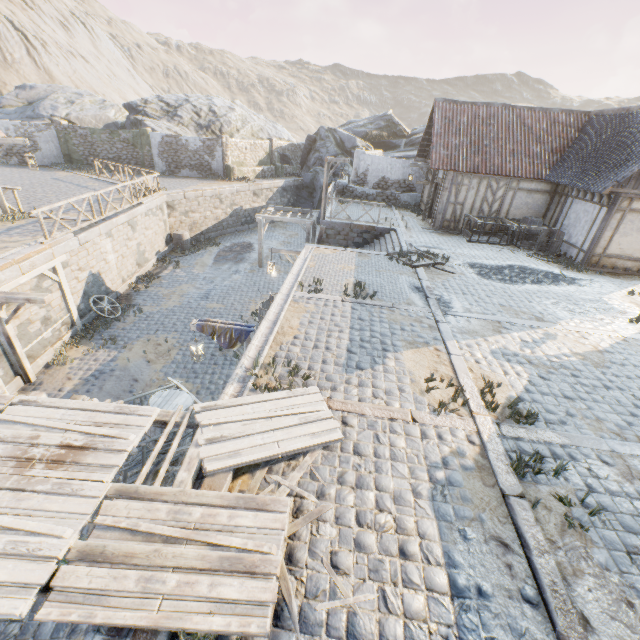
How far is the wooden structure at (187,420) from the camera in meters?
3.9 m

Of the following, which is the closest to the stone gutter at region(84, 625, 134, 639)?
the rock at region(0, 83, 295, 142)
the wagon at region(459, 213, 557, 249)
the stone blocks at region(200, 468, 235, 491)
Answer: the stone blocks at region(200, 468, 235, 491)

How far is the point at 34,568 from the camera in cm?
298

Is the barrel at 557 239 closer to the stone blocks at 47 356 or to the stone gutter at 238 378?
the stone blocks at 47 356

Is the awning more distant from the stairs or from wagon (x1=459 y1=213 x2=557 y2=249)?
wagon (x1=459 y1=213 x2=557 y2=249)

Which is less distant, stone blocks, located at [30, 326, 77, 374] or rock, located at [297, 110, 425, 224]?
stone blocks, located at [30, 326, 77, 374]

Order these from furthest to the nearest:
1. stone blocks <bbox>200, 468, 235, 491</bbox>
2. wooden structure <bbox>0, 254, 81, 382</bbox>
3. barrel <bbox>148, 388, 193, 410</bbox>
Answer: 1. wooden structure <bbox>0, 254, 81, 382</bbox>
2. barrel <bbox>148, 388, 193, 410</bbox>
3. stone blocks <bbox>200, 468, 235, 491</bbox>

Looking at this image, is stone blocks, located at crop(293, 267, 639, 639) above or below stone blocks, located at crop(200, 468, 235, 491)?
below
